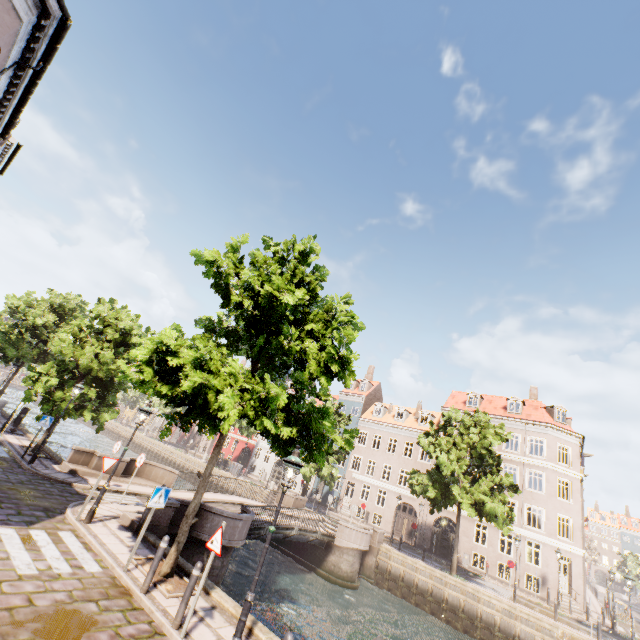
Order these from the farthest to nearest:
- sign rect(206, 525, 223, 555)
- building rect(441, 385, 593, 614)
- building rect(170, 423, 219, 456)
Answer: building rect(170, 423, 219, 456), building rect(441, 385, 593, 614), sign rect(206, 525, 223, 555)

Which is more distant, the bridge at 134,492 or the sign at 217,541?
the bridge at 134,492

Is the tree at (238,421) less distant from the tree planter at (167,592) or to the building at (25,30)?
the tree planter at (167,592)

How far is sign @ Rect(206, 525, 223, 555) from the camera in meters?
6.6 m

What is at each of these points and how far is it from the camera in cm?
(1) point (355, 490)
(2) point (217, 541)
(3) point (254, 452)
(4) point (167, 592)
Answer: (1) building, 3722
(2) sign, 672
(3) building, 4778
(4) tree planter, 754

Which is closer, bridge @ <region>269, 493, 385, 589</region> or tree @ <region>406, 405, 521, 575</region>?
bridge @ <region>269, 493, 385, 589</region>

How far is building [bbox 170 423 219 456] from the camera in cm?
5359

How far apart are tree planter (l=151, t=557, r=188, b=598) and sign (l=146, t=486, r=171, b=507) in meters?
1.4
